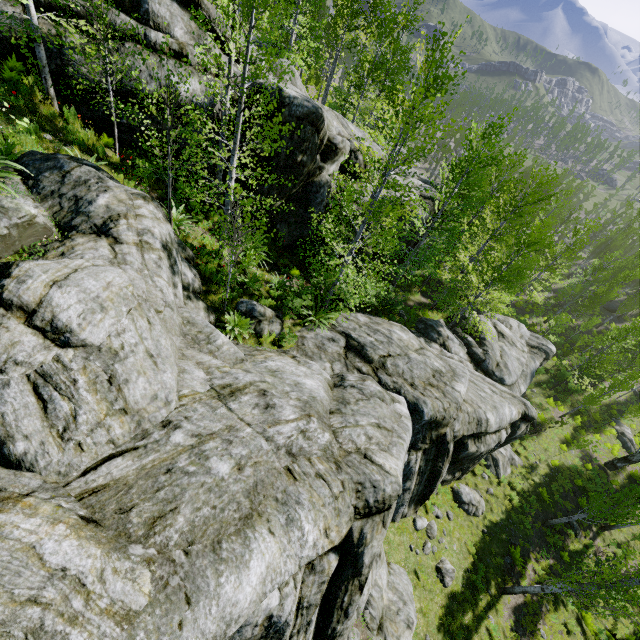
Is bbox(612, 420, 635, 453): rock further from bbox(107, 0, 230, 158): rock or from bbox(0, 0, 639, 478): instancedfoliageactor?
bbox(107, 0, 230, 158): rock

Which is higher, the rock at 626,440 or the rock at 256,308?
the rock at 256,308

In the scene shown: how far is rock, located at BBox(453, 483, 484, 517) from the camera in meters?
16.3 m

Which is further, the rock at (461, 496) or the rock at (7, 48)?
the rock at (461, 496)

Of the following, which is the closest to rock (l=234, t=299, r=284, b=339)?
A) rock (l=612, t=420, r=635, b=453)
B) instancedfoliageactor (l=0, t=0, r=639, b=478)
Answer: instancedfoliageactor (l=0, t=0, r=639, b=478)

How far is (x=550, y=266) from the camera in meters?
32.8

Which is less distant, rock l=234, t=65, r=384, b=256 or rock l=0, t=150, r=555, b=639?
rock l=0, t=150, r=555, b=639
